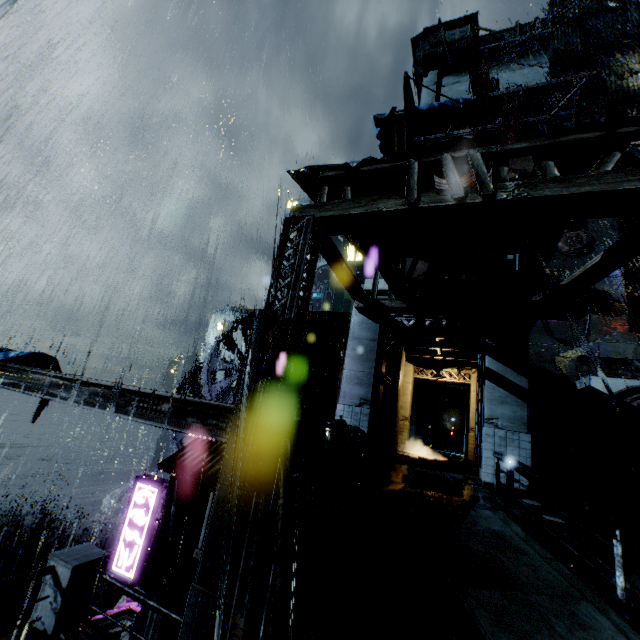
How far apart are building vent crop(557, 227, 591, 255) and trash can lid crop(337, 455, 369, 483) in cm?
3265

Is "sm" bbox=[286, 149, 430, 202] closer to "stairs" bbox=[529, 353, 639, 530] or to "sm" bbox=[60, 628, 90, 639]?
"stairs" bbox=[529, 353, 639, 530]

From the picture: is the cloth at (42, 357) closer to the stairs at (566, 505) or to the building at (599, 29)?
the building at (599, 29)

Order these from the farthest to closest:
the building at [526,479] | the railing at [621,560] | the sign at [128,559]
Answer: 1. the sign at [128,559]
2. the building at [526,479]
3. the railing at [621,560]

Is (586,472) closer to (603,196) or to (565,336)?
(603,196)

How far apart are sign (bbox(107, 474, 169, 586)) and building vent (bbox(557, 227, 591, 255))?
35.6 meters

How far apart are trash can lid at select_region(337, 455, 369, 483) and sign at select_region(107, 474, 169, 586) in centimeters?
772cm

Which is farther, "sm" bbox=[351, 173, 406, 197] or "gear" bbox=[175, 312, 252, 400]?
"gear" bbox=[175, 312, 252, 400]
